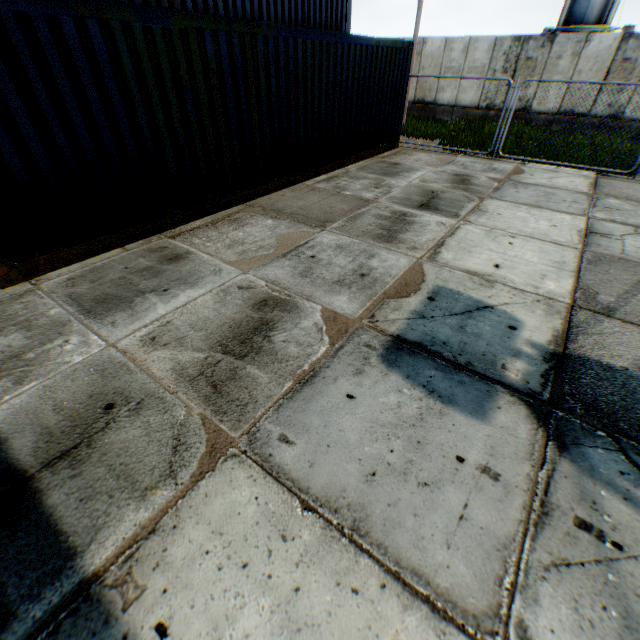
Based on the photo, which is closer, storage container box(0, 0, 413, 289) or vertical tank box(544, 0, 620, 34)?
storage container box(0, 0, 413, 289)

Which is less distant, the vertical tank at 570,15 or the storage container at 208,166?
the storage container at 208,166

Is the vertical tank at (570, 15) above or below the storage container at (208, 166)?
above

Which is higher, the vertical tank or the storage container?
the vertical tank

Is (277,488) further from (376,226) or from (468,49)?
(468,49)
